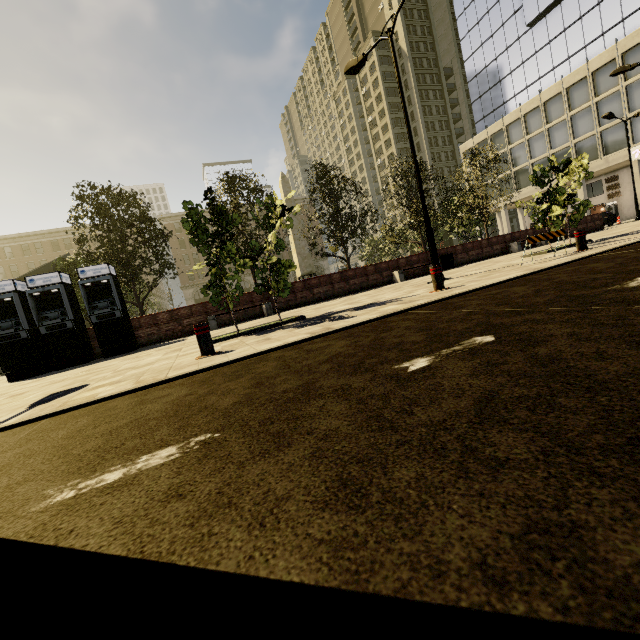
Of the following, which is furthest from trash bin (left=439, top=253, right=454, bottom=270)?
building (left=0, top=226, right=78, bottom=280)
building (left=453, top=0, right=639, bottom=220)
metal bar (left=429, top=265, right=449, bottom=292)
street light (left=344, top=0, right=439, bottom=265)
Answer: building (left=0, top=226, right=78, bottom=280)

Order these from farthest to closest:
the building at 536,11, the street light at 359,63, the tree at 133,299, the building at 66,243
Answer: the building at 66,243
the building at 536,11
the tree at 133,299
the street light at 359,63

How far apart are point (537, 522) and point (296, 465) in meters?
0.9

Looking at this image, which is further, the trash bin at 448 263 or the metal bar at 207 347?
the trash bin at 448 263

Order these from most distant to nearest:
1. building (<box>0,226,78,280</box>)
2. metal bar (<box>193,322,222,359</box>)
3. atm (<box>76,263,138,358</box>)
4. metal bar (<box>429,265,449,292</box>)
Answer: building (<box>0,226,78,280</box>) < atm (<box>76,263,138,358</box>) < metal bar (<box>429,265,449,292</box>) < metal bar (<box>193,322,222,359</box>)

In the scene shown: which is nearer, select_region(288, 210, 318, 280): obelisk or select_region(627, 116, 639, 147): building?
select_region(288, 210, 318, 280): obelisk

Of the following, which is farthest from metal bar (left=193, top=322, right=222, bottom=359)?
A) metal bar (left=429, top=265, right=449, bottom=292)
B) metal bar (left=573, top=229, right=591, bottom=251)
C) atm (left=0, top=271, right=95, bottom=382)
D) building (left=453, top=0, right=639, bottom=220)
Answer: building (left=453, top=0, right=639, bottom=220)
